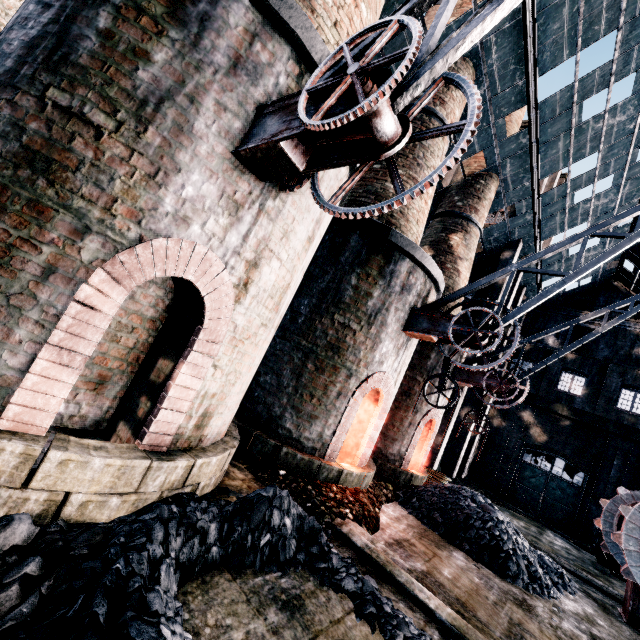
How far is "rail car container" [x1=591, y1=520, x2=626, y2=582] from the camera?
15.77m

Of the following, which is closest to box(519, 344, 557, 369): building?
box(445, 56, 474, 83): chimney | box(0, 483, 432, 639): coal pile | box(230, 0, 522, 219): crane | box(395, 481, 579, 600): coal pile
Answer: box(445, 56, 474, 83): chimney

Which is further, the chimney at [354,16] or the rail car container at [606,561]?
the rail car container at [606,561]

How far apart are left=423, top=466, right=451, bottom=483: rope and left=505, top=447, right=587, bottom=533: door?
14.0 meters

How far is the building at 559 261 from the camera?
23.77m

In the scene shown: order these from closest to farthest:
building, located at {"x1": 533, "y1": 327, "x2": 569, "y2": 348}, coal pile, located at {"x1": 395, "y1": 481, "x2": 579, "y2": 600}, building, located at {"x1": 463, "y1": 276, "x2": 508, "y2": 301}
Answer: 1. coal pile, located at {"x1": 395, "y1": 481, "x2": 579, "y2": 600}
2. building, located at {"x1": 463, "y1": 276, "x2": 508, "y2": 301}
3. building, located at {"x1": 533, "y1": 327, "x2": 569, "y2": 348}

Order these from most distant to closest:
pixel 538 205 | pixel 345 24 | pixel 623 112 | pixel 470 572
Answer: pixel 538 205
pixel 623 112
pixel 470 572
pixel 345 24

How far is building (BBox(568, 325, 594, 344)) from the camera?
27.5m
